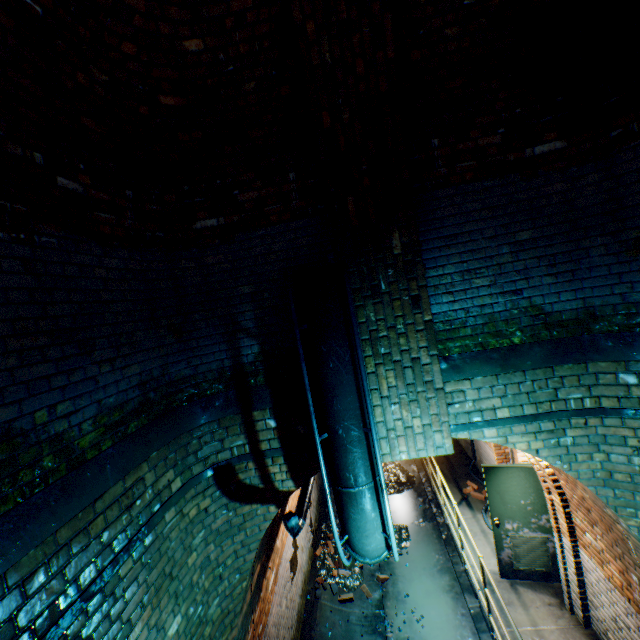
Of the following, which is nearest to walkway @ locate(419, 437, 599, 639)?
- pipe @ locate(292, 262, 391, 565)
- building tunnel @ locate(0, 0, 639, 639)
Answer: building tunnel @ locate(0, 0, 639, 639)

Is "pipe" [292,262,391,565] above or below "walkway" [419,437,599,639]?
above

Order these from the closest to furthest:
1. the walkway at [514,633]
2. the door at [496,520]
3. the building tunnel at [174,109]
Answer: the building tunnel at [174,109] < the walkway at [514,633] < the door at [496,520]

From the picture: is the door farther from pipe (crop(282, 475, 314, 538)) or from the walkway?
pipe (crop(282, 475, 314, 538))

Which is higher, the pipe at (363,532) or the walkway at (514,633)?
the pipe at (363,532)

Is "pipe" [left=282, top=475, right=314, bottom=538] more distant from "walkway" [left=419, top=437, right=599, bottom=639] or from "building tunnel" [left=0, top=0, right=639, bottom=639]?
"walkway" [left=419, top=437, right=599, bottom=639]

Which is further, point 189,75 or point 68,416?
point 189,75

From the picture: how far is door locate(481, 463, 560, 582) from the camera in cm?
546
